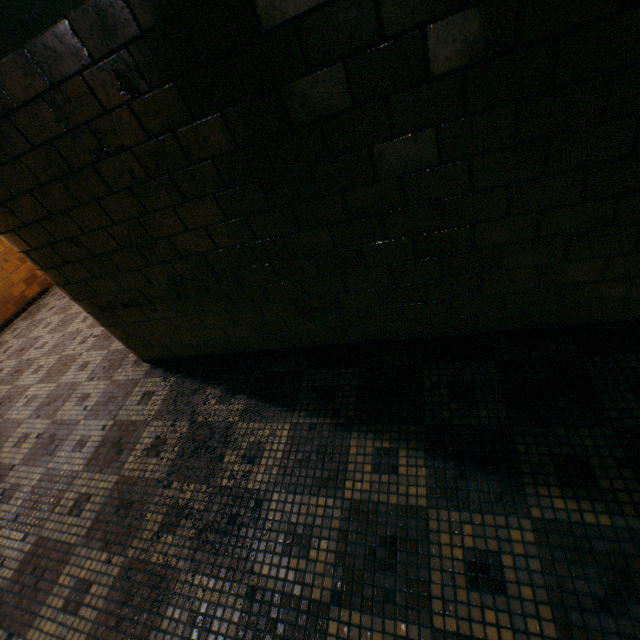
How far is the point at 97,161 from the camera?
1.6 meters
